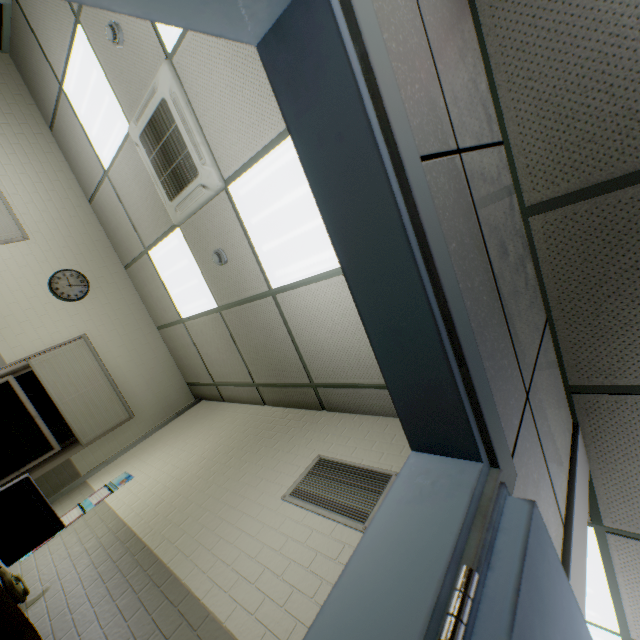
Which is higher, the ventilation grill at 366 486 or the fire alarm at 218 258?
the fire alarm at 218 258

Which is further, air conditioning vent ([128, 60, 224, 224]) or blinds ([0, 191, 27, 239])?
blinds ([0, 191, 27, 239])

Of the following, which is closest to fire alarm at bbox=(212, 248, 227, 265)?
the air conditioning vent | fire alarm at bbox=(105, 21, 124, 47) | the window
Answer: the air conditioning vent

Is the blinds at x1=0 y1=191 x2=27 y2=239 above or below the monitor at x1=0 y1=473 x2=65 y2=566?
above

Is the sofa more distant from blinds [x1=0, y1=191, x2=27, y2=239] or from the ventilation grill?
blinds [x1=0, y1=191, x2=27, y2=239]

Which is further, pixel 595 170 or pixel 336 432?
pixel 336 432

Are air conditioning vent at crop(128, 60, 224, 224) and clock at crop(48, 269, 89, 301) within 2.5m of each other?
yes

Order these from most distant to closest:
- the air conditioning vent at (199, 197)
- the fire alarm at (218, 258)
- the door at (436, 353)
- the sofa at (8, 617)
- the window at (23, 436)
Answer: the window at (23, 436) → the fire alarm at (218, 258) → the air conditioning vent at (199, 197) → the sofa at (8, 617) → the door at (436, 353)
